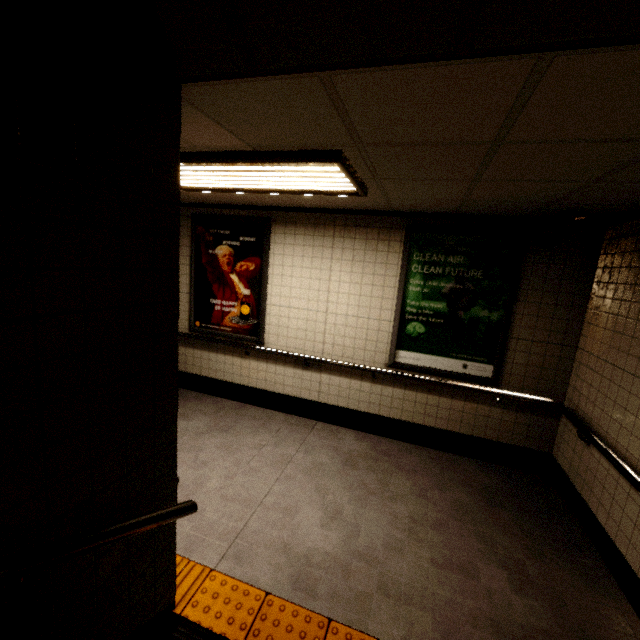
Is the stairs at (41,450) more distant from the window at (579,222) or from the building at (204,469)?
the window at (579,222)

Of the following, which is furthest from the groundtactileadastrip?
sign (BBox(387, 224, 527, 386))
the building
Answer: sign (BBox(387, 224, 527, 386))

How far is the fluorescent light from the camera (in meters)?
2.07

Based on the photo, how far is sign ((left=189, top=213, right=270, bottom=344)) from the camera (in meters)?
4.51

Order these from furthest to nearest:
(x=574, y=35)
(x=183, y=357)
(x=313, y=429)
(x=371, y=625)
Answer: (x=183, y=357), (x=313, y=429), (x=371, y=625), (x=574, y=35)

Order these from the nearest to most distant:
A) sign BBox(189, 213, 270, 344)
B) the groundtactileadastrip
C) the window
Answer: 1. the groundtactileadastrip
2. the window
3. sign BBox(189, 213, 270, 344)

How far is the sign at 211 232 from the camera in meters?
4.5 m

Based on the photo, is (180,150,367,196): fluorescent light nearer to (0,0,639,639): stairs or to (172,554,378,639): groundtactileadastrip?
(0,0,639,639): stairs
